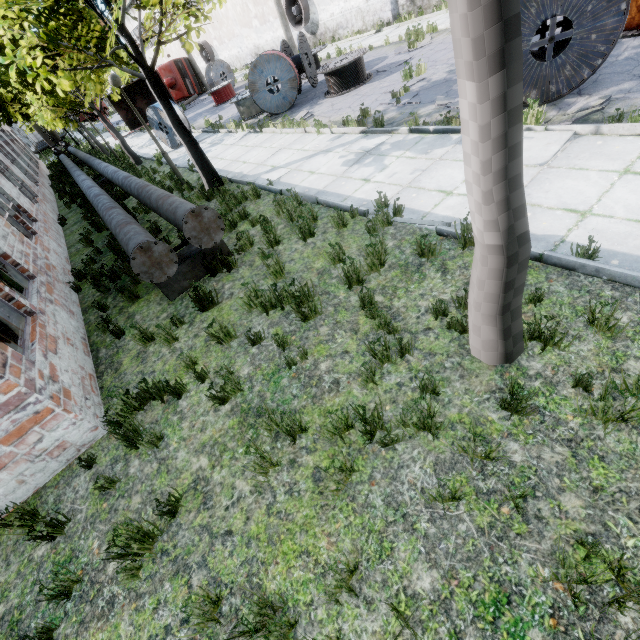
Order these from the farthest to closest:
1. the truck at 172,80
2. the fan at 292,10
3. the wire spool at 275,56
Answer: the truck at 172,80 < the fan at 292,10 < the wire spool at 275,56

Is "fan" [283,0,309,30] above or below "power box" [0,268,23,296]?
above

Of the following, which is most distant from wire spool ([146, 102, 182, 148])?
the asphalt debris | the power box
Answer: the asphalt debris

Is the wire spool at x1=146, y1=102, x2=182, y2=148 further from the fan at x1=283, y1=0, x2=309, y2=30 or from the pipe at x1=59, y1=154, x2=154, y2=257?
the fan at x1=283, y1=0, x2=309, y2=30

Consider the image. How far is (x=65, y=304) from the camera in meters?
7.1

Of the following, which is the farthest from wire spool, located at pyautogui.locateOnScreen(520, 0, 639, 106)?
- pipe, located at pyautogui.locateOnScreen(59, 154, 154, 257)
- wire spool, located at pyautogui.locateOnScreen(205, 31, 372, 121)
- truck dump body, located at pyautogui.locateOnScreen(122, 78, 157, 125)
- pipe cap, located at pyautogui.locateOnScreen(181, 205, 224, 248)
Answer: truck dump body, located at pyautogui.locateOnScreen(122, 78, 157, 125)

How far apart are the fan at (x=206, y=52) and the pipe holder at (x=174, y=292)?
39.6 meters

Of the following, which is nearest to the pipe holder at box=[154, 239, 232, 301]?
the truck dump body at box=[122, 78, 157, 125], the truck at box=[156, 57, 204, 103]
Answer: the truck dump body at box=[122, 78, 157, 125]
